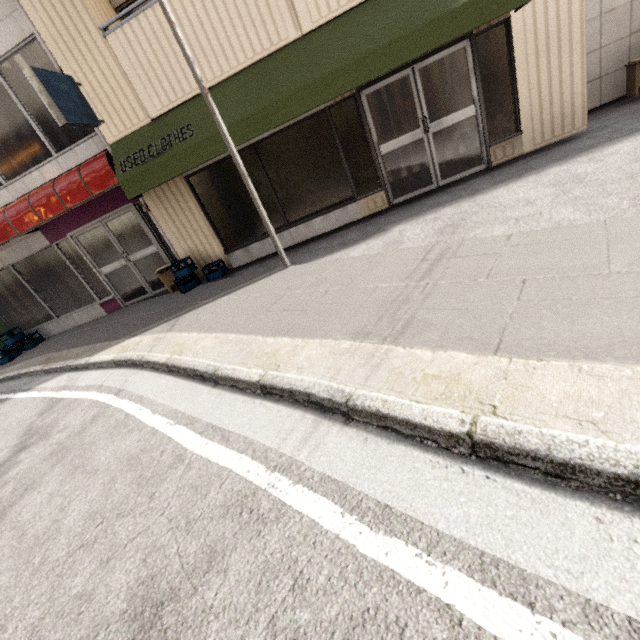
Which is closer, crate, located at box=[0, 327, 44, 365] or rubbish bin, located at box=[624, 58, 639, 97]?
rubbish bin, located at box=[624, 58, 639, 97]

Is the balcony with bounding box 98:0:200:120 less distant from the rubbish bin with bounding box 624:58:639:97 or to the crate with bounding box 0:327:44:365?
the rubbish bin with bounding box 624:58:639:97

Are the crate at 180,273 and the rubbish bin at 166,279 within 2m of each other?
yes

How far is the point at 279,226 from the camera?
6.7m

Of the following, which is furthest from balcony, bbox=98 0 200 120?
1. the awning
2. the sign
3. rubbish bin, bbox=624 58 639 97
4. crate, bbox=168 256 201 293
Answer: rubbish bin, bbox=624 58 639 97

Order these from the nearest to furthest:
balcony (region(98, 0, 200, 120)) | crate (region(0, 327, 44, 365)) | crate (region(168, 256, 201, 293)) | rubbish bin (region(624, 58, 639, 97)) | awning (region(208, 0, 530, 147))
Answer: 1. awning (region(208, 0, 530, 147))
2. balcony (region(98, 0, 200, 120))
3. rubbish bin (region(624, 58, 639, 97))
4. crate (region(168, 256, 201, 293))
5. crate (region(0, 327, 44, 365))

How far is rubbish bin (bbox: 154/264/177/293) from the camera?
7.1m

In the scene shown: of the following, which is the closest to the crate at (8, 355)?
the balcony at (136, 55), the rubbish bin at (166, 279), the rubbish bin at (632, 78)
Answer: the rubbish bin at (166, 279)
